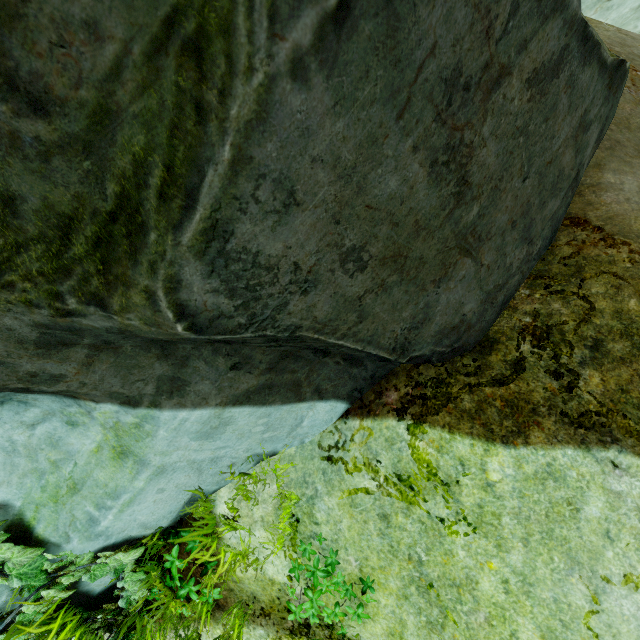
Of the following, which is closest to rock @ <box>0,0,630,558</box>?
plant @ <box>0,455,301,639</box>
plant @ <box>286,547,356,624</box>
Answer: plant @ <box>0,455,301,639</box>

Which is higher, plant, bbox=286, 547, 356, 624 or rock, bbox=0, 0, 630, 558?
rock, bbox=0, 0, 630, 558

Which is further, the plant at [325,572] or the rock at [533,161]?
the plant at [325,572]

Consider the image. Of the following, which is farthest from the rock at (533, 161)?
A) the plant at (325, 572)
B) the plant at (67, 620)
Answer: the plant at (325, 572)

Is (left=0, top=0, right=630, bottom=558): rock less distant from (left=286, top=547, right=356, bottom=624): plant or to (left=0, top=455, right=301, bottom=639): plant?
(left=0, top=455, right=301, bottom=639): plant

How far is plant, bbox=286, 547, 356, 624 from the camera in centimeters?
209cm

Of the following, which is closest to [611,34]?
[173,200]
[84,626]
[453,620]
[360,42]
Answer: [360,42]
